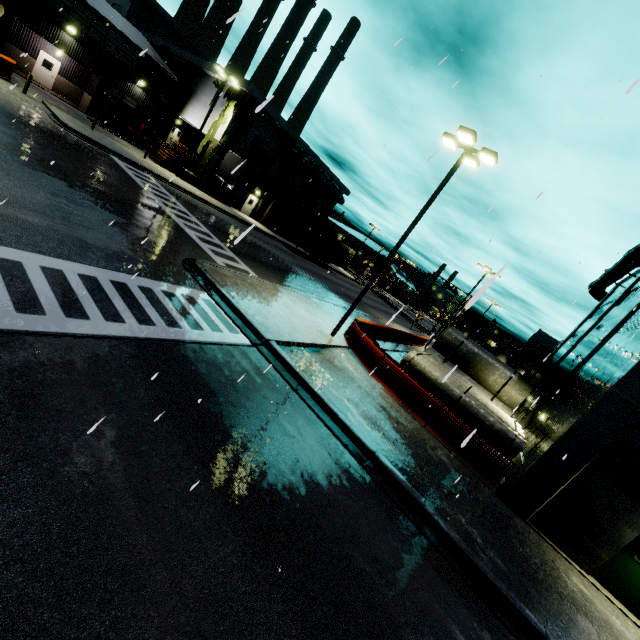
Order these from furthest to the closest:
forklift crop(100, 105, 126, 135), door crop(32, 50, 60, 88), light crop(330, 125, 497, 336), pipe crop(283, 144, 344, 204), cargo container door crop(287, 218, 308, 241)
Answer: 1. cargo container door crop(287, 218, 308, 241)
2. pipe crop(283, 144, 344, 204)
3. forklift crop(100, 105, 126, 135)
4. door crop(32, 50, 60, 88)
5. light crop(330, 125, 497, 336)

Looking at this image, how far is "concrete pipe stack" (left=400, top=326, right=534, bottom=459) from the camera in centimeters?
1259cm

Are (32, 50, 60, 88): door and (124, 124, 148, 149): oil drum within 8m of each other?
yes

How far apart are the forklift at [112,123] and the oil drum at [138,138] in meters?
1.9

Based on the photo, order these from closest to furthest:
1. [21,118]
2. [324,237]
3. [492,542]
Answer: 1. [492,542]
2. [21,118]
3. [324,237]

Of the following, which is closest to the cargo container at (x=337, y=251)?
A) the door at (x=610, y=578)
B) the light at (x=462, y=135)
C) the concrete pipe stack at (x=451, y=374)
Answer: the concrete pipe stack at (x=451, y=374)

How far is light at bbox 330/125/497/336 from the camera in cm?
1230

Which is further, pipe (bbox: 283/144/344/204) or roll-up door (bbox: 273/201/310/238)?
roll-up door (bbox: 273/201/310/238)
